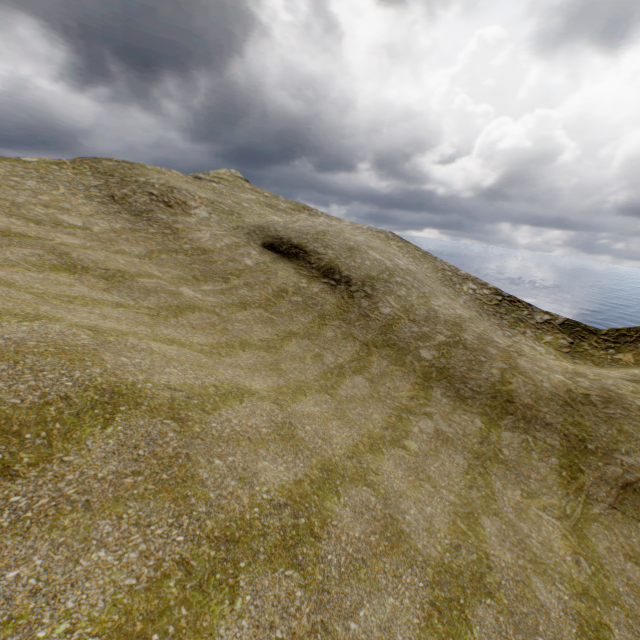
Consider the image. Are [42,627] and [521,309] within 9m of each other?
no
